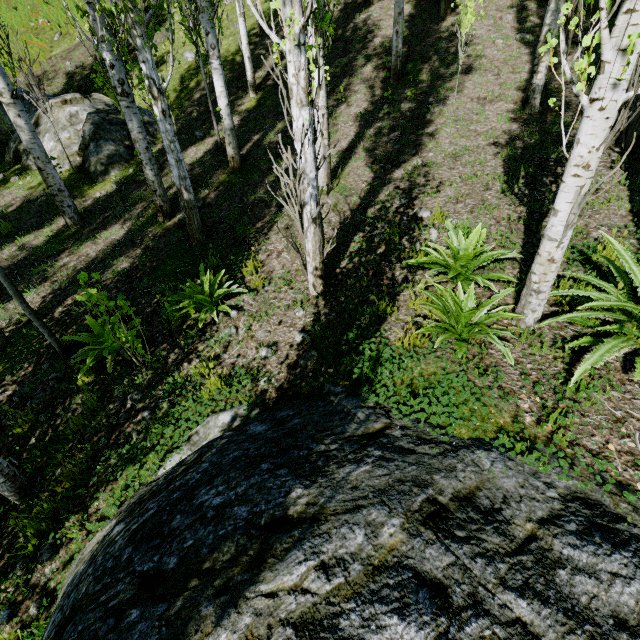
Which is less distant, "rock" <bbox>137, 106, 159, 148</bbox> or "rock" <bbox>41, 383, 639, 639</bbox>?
"rock" <bbox>41, 383, 639, 639</bbox>

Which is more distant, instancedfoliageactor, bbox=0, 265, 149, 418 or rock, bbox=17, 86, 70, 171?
rock, bbox=17, 86, 70, 171

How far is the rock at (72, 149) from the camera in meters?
8.5 m

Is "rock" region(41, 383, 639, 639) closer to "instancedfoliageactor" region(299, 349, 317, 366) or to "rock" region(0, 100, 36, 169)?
"instancedfoliageactor" region(299, 349, 317, 366)

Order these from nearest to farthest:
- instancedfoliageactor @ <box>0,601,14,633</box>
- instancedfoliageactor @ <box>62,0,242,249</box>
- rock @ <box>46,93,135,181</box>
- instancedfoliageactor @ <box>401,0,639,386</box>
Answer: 1. instancedfoliageactor @ <box>401,0,639,386</box>
2. instancedfoliageactor @ <box>0,601,14,633</box>
3. instancedfoliageactor @ <box>62,0,242,249</box>
4. rock @ <box>46,93,135,181</box>

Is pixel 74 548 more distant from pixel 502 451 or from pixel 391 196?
pixel 391 196

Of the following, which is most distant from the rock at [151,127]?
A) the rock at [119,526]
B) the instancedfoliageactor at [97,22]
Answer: the rock at [119,526]
